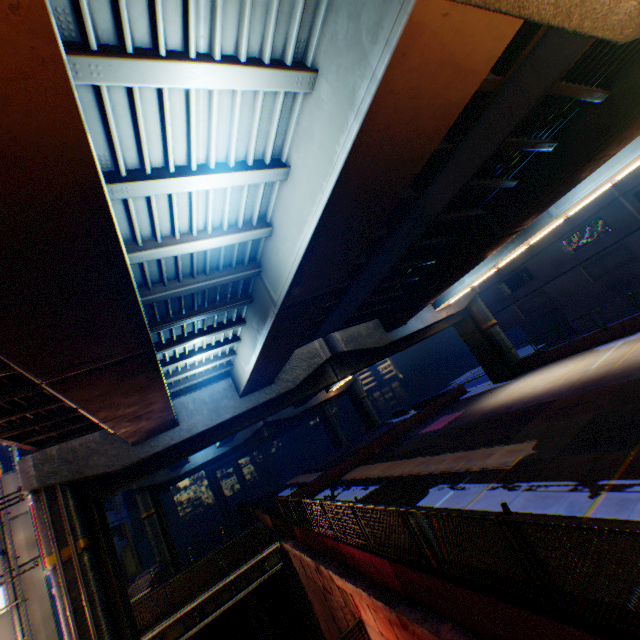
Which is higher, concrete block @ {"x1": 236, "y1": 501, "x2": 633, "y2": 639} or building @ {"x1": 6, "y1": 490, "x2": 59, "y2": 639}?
building @ {"x1": 6, "y1": 490, "x2": 59, "y2": 639}

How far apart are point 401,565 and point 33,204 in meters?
8.9

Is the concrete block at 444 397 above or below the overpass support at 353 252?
below

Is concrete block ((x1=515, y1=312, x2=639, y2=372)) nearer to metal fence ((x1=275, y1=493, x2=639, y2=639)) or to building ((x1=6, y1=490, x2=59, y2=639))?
metal fence ((x1=275, y1=493, x2=639, y2=639))

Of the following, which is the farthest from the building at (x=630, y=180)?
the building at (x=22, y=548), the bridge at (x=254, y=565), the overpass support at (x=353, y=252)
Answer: the building at (x=22, y=548)

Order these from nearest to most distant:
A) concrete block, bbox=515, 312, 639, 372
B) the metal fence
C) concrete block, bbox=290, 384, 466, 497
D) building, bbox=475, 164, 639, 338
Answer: the metal fence
concrete block, bbox=515, 312, 639, 372
concrete block, bbox=290, 384, 466, 497
building, bbox=475, 164, 639, 338

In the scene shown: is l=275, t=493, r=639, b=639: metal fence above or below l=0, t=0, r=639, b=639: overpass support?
below

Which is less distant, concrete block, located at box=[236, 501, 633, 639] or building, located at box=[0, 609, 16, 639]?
concrete block, located at box=[236, 501, 633, 639]
